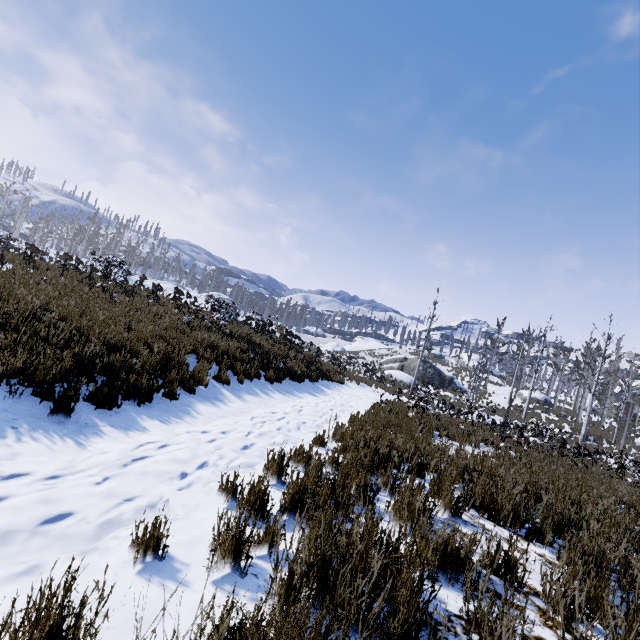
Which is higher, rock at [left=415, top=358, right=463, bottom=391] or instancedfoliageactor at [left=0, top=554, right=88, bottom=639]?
rock at [left=415, top=358, right=463, bottom=391]

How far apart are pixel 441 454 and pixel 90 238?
69.2 meters

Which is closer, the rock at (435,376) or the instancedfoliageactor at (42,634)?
the instancedfoliageactor at (42,634)

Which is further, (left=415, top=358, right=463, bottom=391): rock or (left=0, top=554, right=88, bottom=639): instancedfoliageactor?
(left=415, top=358, right=463, bottom=391): rock

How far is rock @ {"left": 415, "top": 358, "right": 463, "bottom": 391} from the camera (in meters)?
37.22

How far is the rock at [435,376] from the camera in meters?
37.2 m
